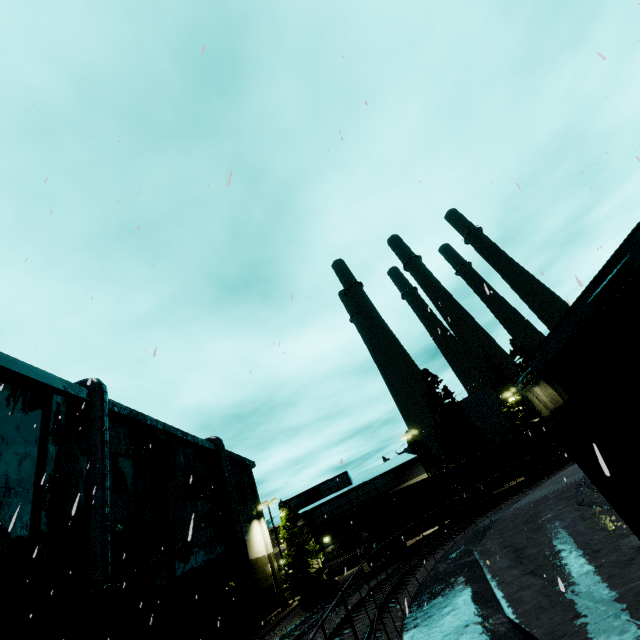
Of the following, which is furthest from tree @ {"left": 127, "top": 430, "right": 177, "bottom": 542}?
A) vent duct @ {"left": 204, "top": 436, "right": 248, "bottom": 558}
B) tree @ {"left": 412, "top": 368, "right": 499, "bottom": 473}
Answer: tree @ {"left": 412, "top": 368, "right": 499, "bottom": 473}

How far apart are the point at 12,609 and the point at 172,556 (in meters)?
10.35

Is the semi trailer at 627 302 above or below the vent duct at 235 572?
below

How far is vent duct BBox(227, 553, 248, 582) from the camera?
27.4 meters

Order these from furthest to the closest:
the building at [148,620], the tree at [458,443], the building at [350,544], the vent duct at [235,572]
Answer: the tree at [458,443] → the building at [350,544] → the vent duct at [235,572] → the building at [148,620]

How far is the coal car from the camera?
25.8 meters

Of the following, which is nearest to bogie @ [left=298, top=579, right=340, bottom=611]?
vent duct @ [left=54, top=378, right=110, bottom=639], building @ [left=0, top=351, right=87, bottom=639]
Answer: building @ [left=0, top=351, right=87, bottom=639]

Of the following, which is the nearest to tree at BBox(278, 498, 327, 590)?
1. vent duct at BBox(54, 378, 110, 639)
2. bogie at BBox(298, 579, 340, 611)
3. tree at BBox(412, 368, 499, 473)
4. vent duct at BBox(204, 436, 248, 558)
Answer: vent duct at BBox(204, 436, 248, 558)
